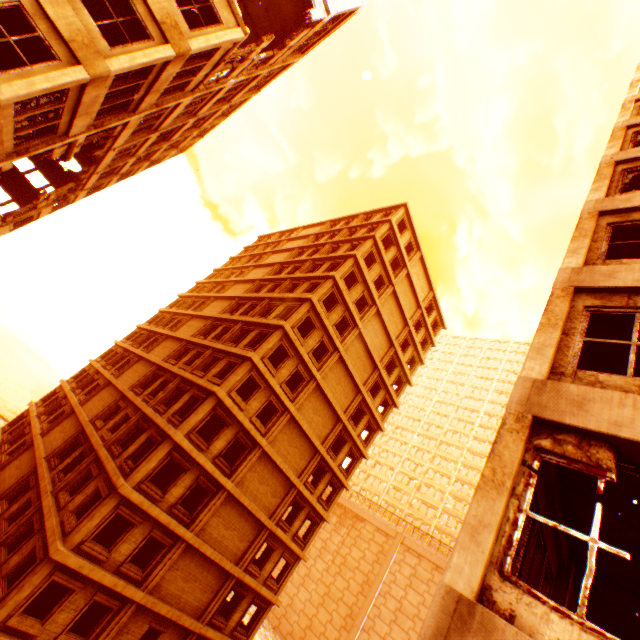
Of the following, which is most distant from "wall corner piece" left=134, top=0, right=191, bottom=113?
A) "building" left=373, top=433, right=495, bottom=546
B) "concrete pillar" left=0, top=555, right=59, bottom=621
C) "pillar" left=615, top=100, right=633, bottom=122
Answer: "building" left=373, top=433, right=495, bottom=546

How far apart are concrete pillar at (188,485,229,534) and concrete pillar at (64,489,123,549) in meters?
4.4 m

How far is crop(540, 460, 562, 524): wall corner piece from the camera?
4.9 meters

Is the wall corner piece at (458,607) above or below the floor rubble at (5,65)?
below

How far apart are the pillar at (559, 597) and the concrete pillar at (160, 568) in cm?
1728

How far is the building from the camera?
51.91m

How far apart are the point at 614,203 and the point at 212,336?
24.7m

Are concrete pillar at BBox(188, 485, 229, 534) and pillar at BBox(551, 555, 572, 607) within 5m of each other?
no
